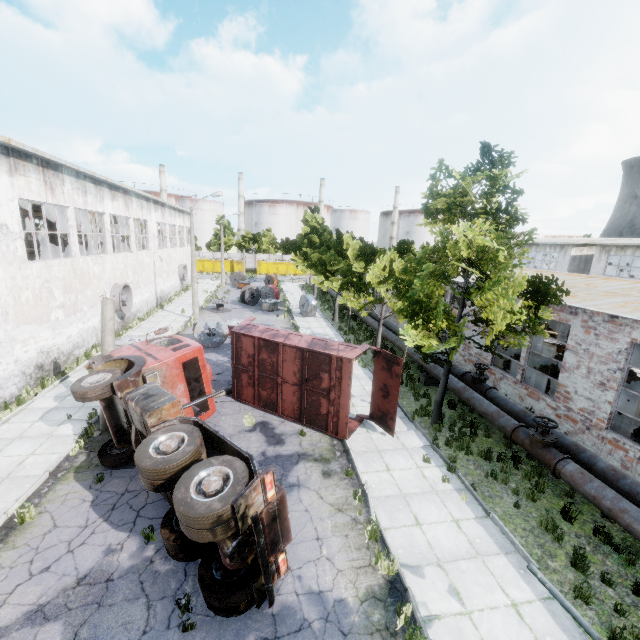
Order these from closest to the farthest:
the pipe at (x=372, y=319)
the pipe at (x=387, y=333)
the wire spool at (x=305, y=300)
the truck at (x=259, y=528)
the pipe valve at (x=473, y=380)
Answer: the truck at (x=259, y=528), the pipe valve at (x=473, y=380), the pipe at (x=387, y=333), the pipe at (x=372, y=319), the wire spool at (x=305, y=300)

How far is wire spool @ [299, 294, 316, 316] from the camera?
29.0m

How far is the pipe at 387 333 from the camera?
19.0 meters

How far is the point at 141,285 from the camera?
26.5 meters

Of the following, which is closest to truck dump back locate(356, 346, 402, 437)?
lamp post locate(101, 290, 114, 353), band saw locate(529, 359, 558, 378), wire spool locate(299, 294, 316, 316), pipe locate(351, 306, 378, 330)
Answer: pipe locate(351, 306, 378, 330)

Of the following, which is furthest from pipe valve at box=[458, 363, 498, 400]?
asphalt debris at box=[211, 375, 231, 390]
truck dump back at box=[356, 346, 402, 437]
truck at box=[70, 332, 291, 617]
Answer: truck at box=[70, 332, 291, 617]

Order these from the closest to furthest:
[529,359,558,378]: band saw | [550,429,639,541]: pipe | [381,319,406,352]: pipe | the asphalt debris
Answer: [550,429,639,541]: pipe
[529,359,558,378]: band saw
the asphalt debris
[381,319,406,352]: pipe

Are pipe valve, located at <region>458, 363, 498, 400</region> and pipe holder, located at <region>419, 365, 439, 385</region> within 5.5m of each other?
yes
